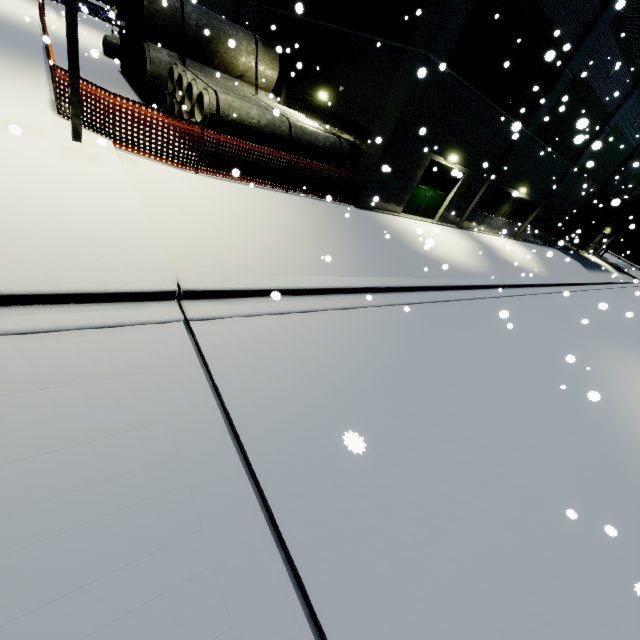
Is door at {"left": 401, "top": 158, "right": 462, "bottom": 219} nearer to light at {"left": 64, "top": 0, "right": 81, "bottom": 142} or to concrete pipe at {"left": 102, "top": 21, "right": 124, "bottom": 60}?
light at {"left": 64, "top": 0, "right": 81, "bottom": 142}

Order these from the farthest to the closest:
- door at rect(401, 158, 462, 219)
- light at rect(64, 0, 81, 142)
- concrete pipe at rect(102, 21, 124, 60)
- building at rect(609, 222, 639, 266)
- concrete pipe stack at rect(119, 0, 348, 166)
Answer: building at rect(609, 222, 639, 266)
concrete pipe at rect(102, 21, 124, 60)
door at rect(401, 158, 462, 219)
concrete pipe stack at rect(119, 0, 348, 166)
light at rect(64, 0, 81, 142)

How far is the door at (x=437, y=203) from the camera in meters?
14.0 m

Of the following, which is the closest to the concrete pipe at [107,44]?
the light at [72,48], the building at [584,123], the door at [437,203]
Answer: the building at [584,123]

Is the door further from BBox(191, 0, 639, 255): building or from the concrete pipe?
the concrete pipe

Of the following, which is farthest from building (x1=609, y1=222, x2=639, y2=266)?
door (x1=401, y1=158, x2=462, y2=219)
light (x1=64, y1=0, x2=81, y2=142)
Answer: light (x1=64, y1=0, x2=81, y2=142)

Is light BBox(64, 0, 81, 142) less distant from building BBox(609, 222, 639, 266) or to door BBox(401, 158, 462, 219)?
building BBox(609, 222, 639, 266)

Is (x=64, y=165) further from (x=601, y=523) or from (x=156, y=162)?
(x=601, y=523)
